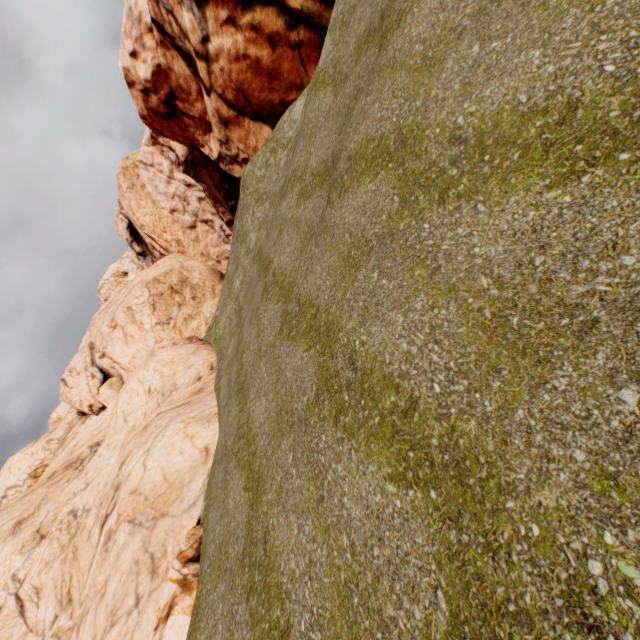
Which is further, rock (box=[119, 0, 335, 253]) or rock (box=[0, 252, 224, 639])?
rock (box=[119, 0, 335, 253])

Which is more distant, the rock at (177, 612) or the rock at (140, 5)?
the rock at (140, 5)

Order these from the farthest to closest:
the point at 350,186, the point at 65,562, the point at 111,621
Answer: the point at 65,562
the point at 111,621
the point at 350,186
